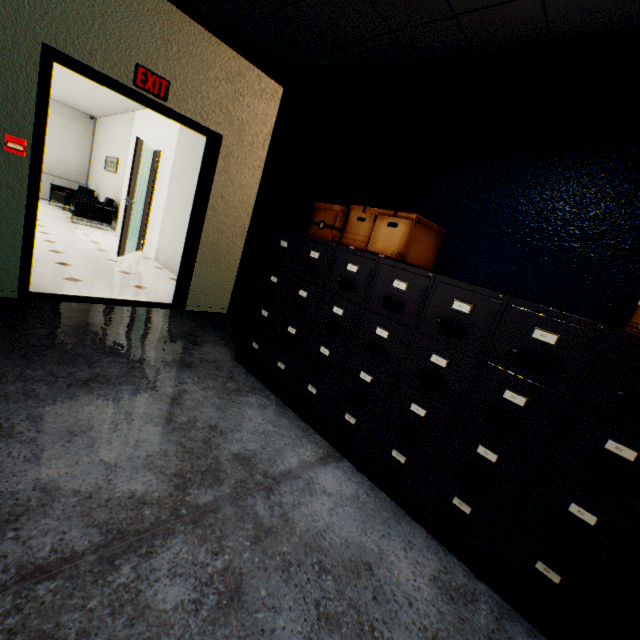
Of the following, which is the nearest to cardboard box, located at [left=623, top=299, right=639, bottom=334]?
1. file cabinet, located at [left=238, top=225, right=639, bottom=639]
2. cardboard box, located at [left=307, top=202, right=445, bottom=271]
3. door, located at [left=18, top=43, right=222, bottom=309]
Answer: file cabinet, located at [left=238, top=225, right=639, bottom=639]

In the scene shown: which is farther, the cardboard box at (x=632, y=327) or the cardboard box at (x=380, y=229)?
the cardboard box at (x=380, y=229)

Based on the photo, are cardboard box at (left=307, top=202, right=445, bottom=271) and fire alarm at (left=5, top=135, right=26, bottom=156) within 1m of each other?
no

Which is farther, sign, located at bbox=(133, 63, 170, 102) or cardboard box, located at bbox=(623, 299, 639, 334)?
sign, located at bbox=(133, 63, 170, 102)

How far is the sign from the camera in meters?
2.9 m

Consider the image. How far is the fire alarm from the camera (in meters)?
2.56

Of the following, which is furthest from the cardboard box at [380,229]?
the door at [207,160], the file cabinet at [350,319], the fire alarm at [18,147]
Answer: the fire alarm at [18,147]

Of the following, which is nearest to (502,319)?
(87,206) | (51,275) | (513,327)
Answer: (513,327)
